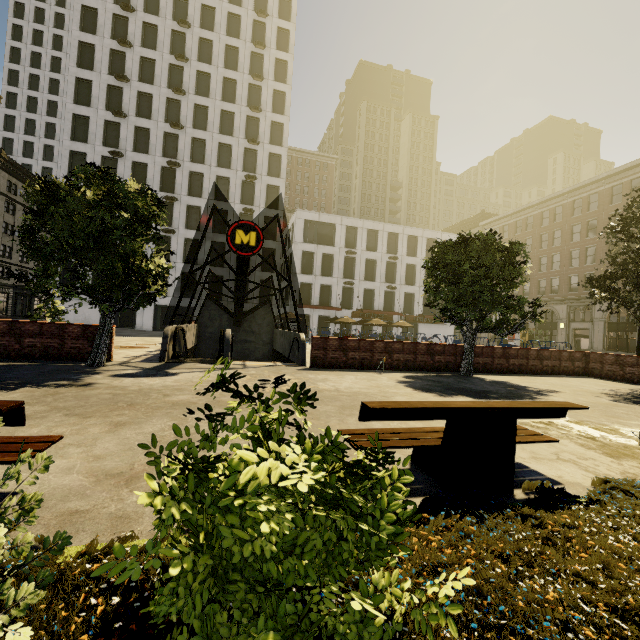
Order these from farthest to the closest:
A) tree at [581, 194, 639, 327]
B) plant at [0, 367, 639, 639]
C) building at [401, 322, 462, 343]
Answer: building at [401, 322, 462, 343] → tree at [581, 194, 639, 327] → plant at [0, 367, 639, 639]

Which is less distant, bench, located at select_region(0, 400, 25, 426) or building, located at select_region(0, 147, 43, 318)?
bench, located at select_region(0, 400, 25, 426)

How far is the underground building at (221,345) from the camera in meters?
12.1 m

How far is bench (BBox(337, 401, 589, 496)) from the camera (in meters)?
3.23

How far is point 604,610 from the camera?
1.9 meters

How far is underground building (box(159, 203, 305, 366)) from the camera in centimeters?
1214cm

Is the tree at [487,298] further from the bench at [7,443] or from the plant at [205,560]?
the bench at [7,443]
